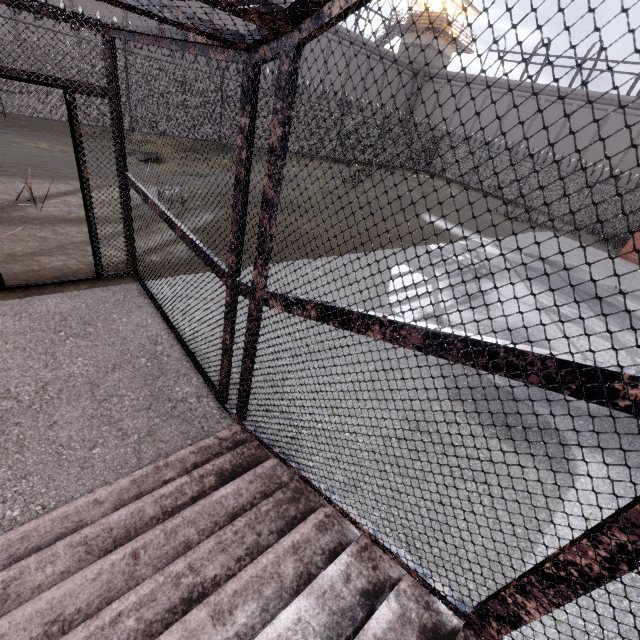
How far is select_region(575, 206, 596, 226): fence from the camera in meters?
21.2

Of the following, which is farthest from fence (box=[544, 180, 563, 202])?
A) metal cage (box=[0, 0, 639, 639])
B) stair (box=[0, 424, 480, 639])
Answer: stair (box=[0, 424, 480, 639])

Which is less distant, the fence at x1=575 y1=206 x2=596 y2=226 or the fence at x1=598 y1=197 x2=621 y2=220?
the fence at x1=598 y1=197 x2=621 y2=220

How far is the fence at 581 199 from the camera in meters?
21.2

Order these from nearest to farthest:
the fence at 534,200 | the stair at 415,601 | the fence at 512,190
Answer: the stair at 415,601
the fence at 534,200
the fence at 512,190

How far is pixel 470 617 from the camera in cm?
152
